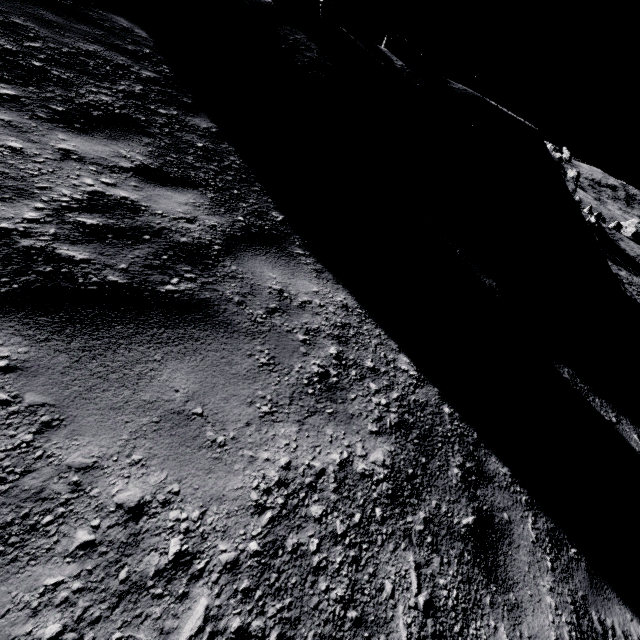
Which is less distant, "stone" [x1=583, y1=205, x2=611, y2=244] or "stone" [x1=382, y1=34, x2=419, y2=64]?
"stone" [x1=382, y1=34, x2=419, y2=64]

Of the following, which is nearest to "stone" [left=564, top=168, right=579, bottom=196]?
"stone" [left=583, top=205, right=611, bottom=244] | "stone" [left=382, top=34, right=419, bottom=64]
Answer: "stone" [left=382, top=34, right=419, bottom=64]

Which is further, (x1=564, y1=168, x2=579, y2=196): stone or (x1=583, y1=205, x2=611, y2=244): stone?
(x1=583, y1=205, x2=611, y2=244): stone

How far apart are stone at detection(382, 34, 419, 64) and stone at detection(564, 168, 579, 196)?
10.8m

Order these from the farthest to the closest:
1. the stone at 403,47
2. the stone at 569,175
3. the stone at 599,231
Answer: the stone at 599,231, the stone at 569,175, the stone at 403,47

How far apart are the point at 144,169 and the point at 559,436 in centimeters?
509cm

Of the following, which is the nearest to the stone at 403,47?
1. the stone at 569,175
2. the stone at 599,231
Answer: the stone at 569,175

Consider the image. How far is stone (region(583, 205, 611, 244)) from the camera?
35.6m
